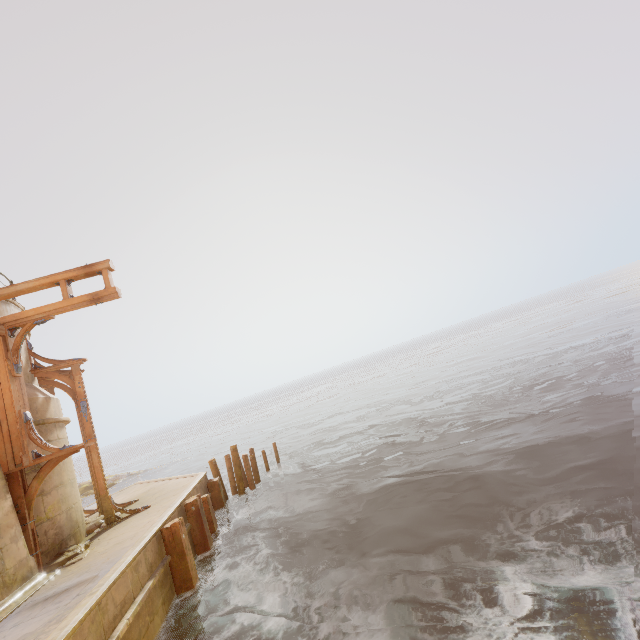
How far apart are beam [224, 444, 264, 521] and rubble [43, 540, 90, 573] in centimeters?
618cm

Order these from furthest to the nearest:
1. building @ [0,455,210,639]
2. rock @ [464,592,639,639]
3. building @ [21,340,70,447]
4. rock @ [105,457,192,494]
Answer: rock @ [105,457,192,494] → building @ [21,340,70,447] → building @ [0,455,210,639] → rock @ [464,592,639,639]

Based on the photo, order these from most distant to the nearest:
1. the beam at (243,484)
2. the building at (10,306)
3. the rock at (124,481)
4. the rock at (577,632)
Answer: the rock at (124,481)
the beam at (243,484)
the building at (10,306)
the rock at (577,632)

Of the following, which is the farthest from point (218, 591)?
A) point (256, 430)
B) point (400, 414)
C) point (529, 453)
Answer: point (256, 430)

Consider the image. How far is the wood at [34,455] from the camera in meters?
7.1 m

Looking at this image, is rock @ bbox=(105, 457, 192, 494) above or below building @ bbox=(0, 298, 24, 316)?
below

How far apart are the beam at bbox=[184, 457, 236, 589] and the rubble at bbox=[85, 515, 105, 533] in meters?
2.4 m

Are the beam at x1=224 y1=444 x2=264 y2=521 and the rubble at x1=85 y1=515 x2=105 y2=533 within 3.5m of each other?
no
